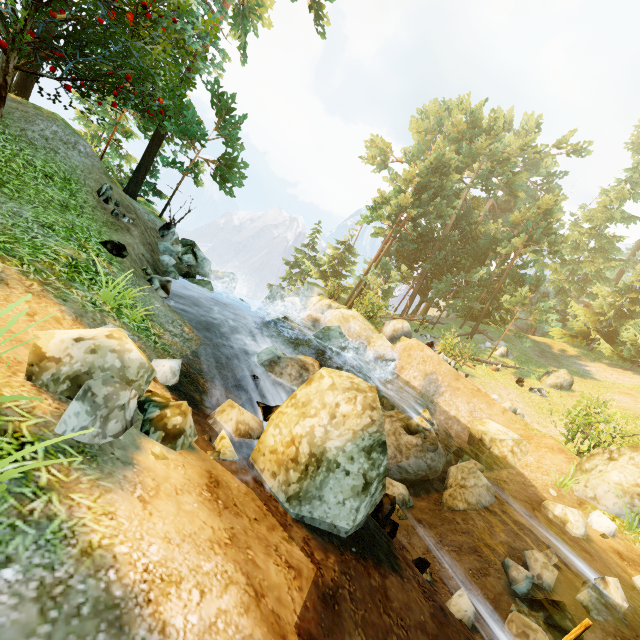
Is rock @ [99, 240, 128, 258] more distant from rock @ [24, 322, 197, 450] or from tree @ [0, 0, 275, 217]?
rock @ [24, 322, 197, 450]

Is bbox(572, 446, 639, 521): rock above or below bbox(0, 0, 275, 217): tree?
below

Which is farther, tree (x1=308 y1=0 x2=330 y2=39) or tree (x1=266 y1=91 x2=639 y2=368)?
tree (x1=266 y1=91 x2=639 y2=368)

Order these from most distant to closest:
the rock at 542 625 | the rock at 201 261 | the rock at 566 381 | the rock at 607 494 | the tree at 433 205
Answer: the tree at 433 205
the rock at 566 381
the rock at 607 494
the rock at 201 261
the rock at 542 625

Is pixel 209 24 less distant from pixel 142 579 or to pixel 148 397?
pixel 148 397

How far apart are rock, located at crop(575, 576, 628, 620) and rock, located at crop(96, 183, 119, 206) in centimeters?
1521cm

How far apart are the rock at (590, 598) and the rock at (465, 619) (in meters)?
2.38

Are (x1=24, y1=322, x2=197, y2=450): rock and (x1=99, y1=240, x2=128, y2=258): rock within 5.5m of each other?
yes
